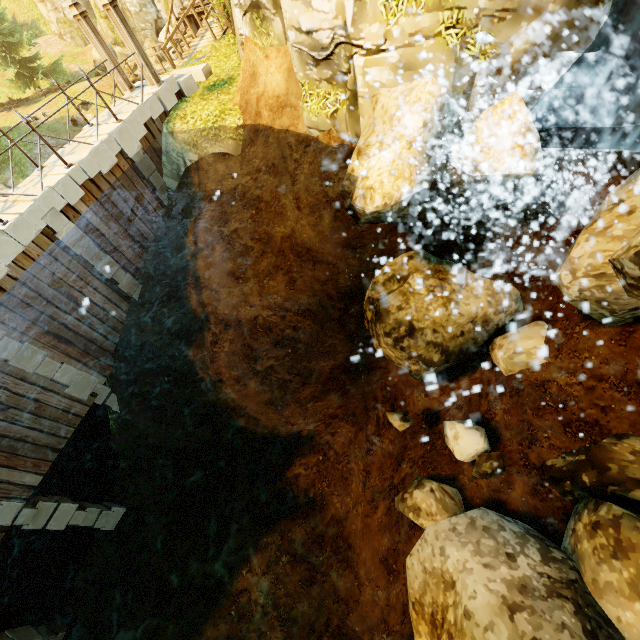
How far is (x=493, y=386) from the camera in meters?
8.6 m

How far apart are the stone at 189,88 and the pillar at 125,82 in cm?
94

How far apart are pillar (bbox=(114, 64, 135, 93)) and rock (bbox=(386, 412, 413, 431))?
13.8m

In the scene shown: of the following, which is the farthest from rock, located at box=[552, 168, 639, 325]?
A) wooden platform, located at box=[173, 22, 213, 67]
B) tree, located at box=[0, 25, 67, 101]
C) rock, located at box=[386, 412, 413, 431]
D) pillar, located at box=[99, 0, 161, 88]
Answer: wooden platform, located at box=[173, 22, 213, 67]

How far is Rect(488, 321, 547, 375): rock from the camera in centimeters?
761cm

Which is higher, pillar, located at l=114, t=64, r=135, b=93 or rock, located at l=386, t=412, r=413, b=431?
pillar, located at l=114, t=64, r=135, b=93

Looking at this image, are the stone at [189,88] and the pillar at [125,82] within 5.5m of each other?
yes

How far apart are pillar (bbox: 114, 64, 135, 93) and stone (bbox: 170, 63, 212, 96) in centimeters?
94cm
